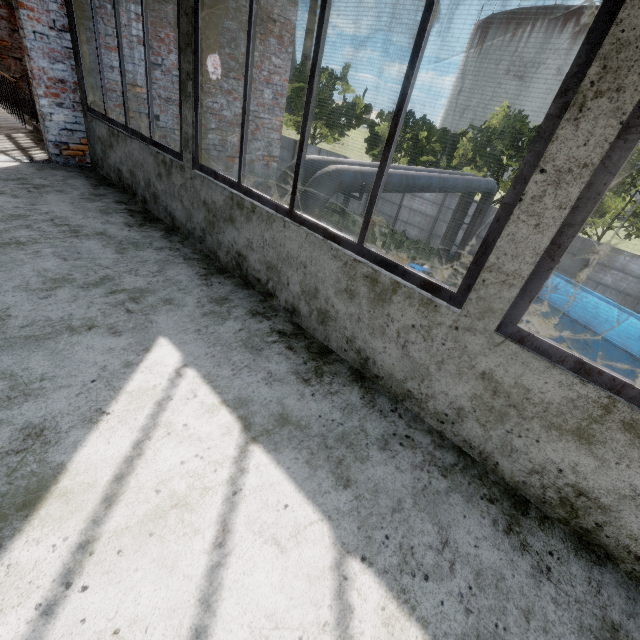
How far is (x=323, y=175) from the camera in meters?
6.7 m

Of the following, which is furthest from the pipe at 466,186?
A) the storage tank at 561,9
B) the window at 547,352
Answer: the storage tank at 561,9

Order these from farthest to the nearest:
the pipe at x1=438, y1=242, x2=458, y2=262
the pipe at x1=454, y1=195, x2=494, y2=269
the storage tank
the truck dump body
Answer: the storage tank, the pipe at x1=438, y1=242, x2=458, y2=262, the pipe at x1=454, y1=195, x2=494, y2=269, the truck dump body

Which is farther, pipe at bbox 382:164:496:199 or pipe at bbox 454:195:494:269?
pipe at bbox 454:195:494:269

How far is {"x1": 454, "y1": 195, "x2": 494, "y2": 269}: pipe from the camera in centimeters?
1495cm

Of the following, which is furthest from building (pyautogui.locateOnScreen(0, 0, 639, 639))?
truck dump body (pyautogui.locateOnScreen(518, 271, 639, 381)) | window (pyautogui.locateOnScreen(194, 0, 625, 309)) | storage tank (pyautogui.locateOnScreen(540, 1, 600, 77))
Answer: storage tank (pyautogui.locateOnScreen(540, 1, 600, 77))

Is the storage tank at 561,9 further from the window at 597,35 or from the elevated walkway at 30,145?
the window at 597,35
